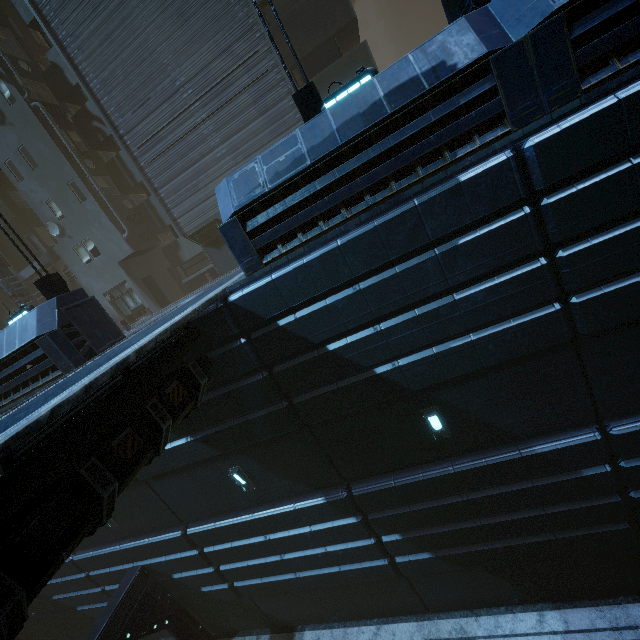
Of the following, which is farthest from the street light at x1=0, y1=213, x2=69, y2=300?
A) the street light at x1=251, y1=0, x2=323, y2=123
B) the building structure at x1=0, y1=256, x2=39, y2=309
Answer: the building structure at x1=0, y1=256, x2=39, y2=309

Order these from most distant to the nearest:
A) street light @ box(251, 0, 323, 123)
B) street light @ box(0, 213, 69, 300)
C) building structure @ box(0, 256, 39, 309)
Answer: building structure @ box(0, 256, 39, 309), street light @ box(0, 213, 69, 300), street light @ box(251, 0, 323, 123)

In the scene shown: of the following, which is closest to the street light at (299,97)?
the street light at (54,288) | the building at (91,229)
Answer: the building at (91,229)

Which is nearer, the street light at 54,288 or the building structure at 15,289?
the street light at 54,288

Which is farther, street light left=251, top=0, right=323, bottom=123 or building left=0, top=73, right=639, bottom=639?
street light left=251, top=0, right=323, bottom=123

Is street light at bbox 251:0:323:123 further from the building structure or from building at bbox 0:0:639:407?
the building structure

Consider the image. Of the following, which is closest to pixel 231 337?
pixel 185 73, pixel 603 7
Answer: pixel 603 7
